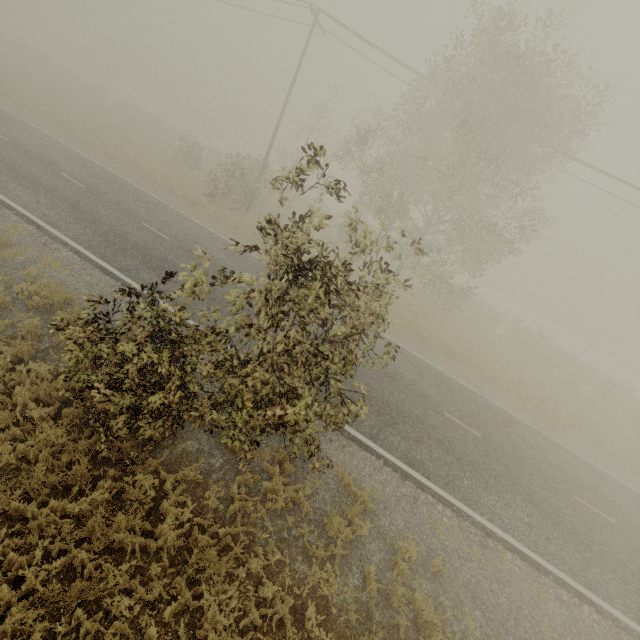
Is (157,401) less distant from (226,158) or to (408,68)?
(408,68)
